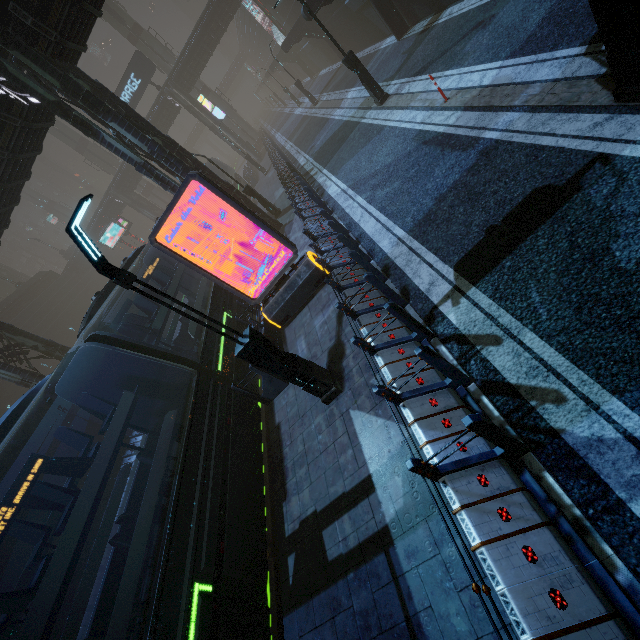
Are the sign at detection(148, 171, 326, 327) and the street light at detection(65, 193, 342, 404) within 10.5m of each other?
yes

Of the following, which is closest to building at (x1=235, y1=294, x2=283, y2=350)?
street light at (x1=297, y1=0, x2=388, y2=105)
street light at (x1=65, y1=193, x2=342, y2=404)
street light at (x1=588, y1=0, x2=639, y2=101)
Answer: street light at (x1=588, y1=0, x2=639, y2=101)

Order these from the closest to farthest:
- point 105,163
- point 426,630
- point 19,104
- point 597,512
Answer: point 597,512
point 426,630
point 19,104
point 105,163

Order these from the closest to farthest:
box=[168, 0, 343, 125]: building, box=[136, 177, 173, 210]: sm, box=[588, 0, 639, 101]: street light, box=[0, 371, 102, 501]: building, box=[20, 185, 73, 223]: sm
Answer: box=[588, 0, 639, 101]: street light < box=[0, 371, 102, 501]: building < box=[168, 0, 343, 125]: building < box=[136, 177, 173, 210]: sm < box=[20, 185, 73, 223]: sm

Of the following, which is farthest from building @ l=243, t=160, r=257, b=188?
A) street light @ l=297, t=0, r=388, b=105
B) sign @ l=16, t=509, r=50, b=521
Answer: street light @ l=297, t=0, r=388, b=105

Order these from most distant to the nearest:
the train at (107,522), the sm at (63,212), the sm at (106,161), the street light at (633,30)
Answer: the sm at (63,212), the sm at (106,161), the train at (107,522), the street light at (633,30)

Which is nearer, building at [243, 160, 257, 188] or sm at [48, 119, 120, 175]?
building at [243, 160, 257, 188]

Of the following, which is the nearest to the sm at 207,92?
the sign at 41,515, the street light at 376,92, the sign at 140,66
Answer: the sign at 41,515
